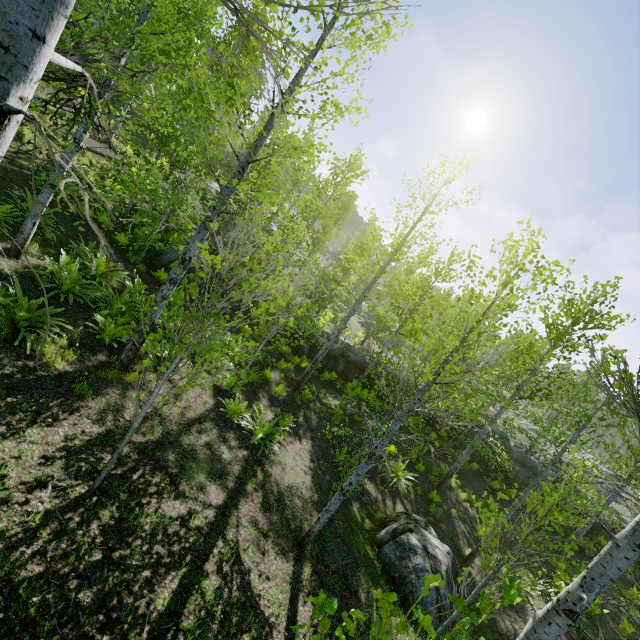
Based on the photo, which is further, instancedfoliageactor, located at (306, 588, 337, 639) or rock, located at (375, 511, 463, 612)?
rock, located at (375, 511, 463, 612)

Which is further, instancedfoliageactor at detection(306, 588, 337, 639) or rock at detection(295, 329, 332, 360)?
rock at detection(295, 329, 332, 360)

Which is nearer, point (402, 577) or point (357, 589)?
point (357, 589)

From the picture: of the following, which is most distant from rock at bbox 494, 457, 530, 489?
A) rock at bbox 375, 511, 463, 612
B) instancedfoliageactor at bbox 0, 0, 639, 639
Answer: rock at bbox 375, 511, 463, 612

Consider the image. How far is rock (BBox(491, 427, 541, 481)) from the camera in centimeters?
1972cm

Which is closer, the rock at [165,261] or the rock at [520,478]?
the rock at [165,261]

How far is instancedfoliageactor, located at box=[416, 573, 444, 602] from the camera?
1.88m

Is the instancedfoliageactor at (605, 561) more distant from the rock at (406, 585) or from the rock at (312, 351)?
the rock at (406, 585)
